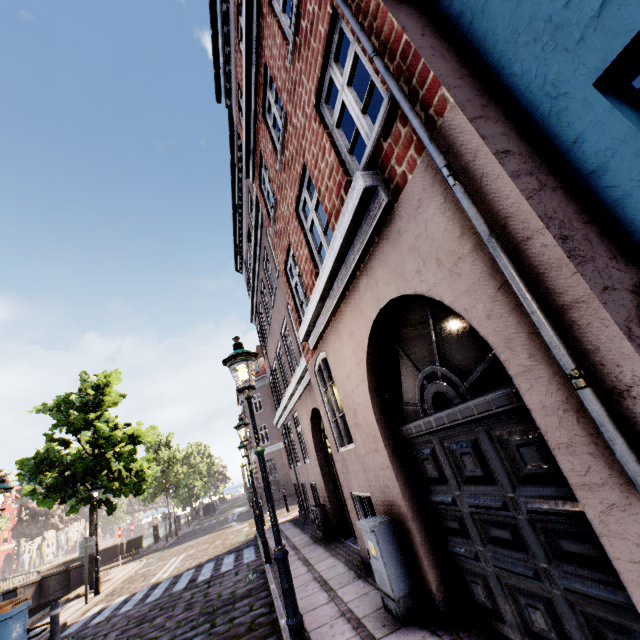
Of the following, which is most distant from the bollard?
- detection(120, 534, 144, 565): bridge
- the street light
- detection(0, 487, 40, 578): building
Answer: detection(0, 487, 40, 578): building

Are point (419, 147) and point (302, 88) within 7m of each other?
yes

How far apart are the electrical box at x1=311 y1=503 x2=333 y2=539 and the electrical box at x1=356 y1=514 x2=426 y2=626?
5.3 meters

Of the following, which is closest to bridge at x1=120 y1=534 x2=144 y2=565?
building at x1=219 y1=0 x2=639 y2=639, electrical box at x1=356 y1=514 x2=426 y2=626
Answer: building at x1=219 y1=0 x2=639 y2=639

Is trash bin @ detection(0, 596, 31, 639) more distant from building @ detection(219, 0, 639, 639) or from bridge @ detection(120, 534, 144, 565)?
bridge @ detection(120, 534, 144, 565)

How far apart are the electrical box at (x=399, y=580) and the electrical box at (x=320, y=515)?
5.3m

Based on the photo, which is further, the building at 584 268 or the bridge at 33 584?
the bridge at 33 584

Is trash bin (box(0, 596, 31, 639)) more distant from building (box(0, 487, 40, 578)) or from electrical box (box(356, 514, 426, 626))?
building (box(0, 487, 40, 578))
